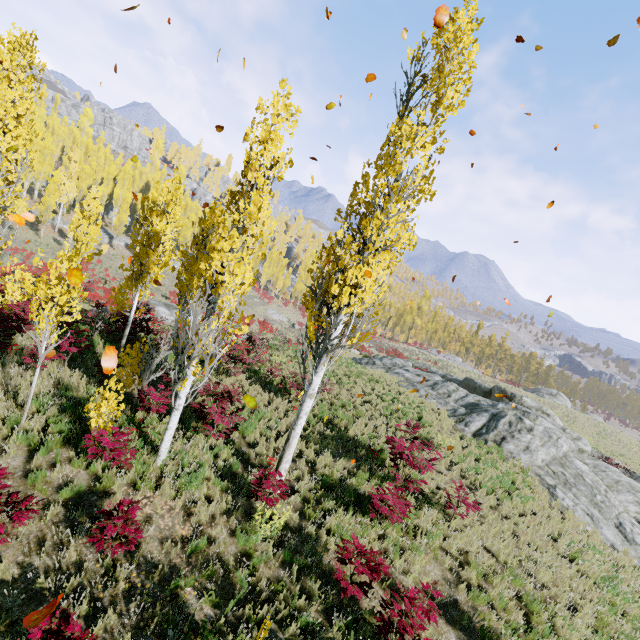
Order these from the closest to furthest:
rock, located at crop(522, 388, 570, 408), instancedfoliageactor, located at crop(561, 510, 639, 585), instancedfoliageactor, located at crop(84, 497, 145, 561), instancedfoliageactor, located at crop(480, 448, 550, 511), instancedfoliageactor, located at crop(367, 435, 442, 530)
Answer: instancedfoliageactor, located at crop(84, 497, 145, 561) < instancedfoliageactor, located at crop(367, 435, 442, 530) < instancedfoliageactor, located at crop(561, 510, 639, 585) < instancedfoliageactor, located at crop(480, 448, 550, 511) < rock, located at crop(522, 388, 570, 408)

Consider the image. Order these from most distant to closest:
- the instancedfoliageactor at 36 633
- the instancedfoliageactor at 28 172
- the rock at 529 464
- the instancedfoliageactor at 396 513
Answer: the rock at 529 464 < the instancedfoliageactor at 396 513 < the instancedfoliageactor at 28 172 < the instancedfoliageactor at 36 633

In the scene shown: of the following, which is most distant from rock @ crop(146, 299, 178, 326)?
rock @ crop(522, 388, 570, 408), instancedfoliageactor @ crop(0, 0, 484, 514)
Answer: rock @ crop(522, 388, 570, 408)

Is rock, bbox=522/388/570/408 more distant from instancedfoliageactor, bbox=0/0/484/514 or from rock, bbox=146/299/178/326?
rock, bbox=146/299/178/326

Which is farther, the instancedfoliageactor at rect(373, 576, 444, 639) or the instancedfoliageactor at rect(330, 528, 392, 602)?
the instancedfoliageactor at rect(330, 528, 392, 602)

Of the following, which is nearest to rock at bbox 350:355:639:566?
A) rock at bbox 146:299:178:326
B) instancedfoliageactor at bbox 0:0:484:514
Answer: instancedfoliageactor at bbox 0:0:484:514

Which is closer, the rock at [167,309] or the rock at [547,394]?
the rock at [167,309]

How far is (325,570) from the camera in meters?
6.6 m
